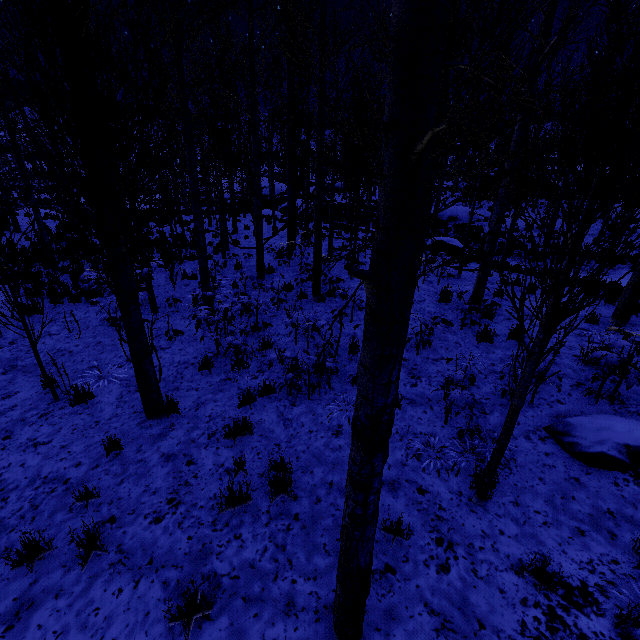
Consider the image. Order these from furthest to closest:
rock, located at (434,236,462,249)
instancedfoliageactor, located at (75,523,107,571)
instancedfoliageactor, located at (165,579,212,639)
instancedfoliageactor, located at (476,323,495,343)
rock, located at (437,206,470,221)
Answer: rock, located at (437,206,470,221) < rock, located at (434,236,462,249) < instancedfoliageactor, located at (476,323,495,343) < instancedfoliageactor, located at (75,523,107,571) < instancedfoliageactor, located at (165,579,212,639)

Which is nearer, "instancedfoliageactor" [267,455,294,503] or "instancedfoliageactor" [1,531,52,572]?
"instancedfoliageactor" [1,531,52,572]

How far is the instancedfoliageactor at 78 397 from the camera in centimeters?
548cm

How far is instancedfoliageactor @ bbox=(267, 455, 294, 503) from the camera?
3.7m

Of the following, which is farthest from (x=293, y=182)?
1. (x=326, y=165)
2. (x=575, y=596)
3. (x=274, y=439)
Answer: (x=575, y=596)

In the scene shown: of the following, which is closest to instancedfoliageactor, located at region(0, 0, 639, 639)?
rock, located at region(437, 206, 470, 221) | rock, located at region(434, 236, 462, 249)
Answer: rock, located at region(437, 206, 470, 221)

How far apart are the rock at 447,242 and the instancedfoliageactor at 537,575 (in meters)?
14.99
